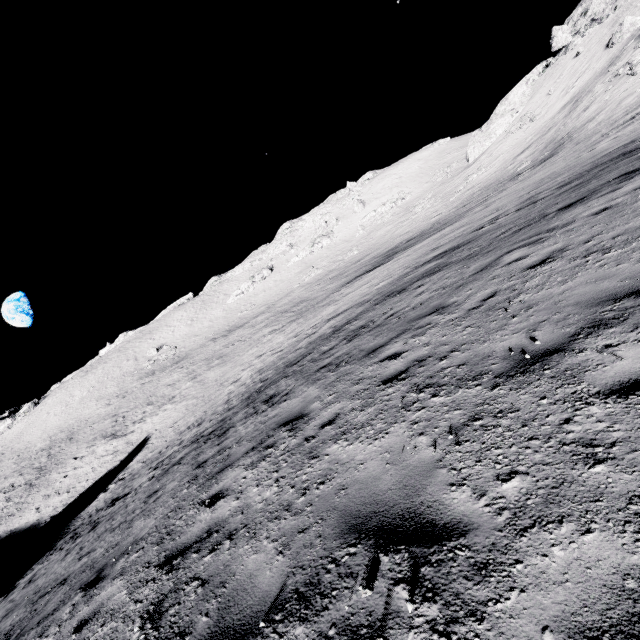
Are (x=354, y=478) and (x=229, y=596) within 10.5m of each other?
yes

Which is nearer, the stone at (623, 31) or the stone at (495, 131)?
the stone at (623, 31)

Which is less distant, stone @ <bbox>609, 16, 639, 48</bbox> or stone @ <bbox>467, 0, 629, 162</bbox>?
stone @ <bbox>609, 16, 639, 48</bbox>
